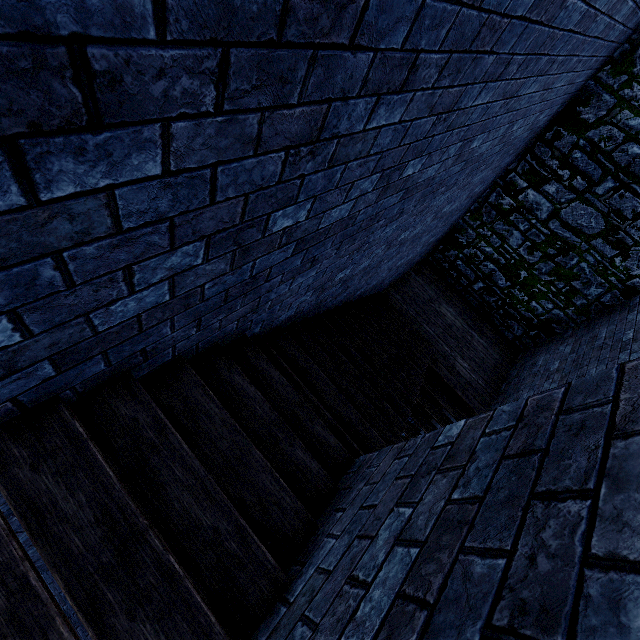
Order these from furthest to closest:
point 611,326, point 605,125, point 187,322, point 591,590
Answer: point 611,326, point 605,125, point 187,322, point 591,590

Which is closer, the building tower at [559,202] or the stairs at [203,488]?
the stairs at [203,488]

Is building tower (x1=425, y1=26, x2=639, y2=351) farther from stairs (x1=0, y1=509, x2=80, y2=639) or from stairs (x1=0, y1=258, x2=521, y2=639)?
stairs (x1=0, y1=509, x2=80, y2=639)

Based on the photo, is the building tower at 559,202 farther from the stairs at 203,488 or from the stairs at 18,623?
the stairs at 18,623

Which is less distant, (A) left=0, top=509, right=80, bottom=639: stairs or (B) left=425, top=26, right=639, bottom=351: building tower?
(A) left=0, top=509, right=80, bottom=639: stairs

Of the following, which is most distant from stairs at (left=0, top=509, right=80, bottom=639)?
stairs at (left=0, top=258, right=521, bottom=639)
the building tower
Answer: the building tower

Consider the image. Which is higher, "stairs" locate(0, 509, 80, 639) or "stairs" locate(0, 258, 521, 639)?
"stairs" locate(0, 509, 80, 639)
